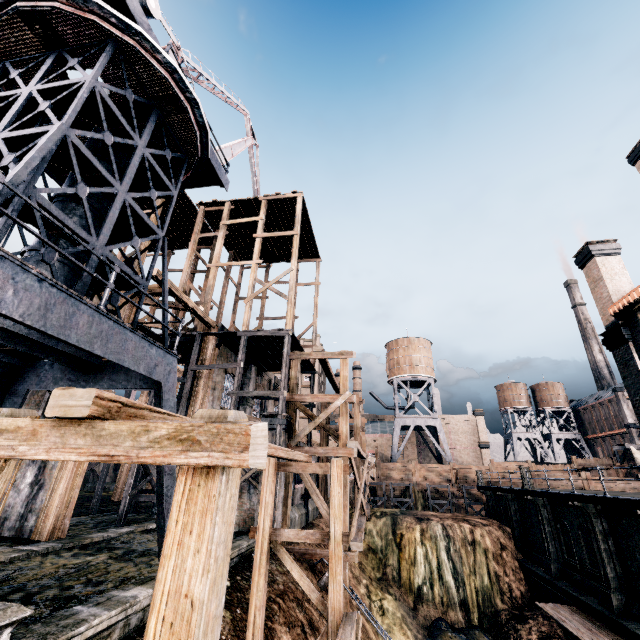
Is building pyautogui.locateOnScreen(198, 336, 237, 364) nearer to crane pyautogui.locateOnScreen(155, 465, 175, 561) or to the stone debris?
crane pyautogui.locateOnScreen(155, 465, 175, 561)

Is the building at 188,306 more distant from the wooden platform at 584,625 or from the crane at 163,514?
the wooden platform at 584,625

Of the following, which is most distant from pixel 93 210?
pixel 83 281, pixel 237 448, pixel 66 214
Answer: pixel 237 448

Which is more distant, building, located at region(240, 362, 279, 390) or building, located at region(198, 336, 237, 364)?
building, located at region(240, 362, 279, 390)

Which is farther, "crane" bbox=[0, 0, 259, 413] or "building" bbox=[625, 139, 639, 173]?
"building" bbox=[625, 139, 639, 173]

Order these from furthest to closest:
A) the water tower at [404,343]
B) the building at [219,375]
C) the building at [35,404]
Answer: the water tower at [404,343]
the building at [219,375]
the building at [35,404]

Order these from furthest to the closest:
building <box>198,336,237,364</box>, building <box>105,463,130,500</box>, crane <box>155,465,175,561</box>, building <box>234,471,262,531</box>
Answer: building <box>105,463,130,500</box> → building <box>198,336,237,364</box> → building <box>234,471,262,531</box> → crane <box>155,465,175,561</box>
